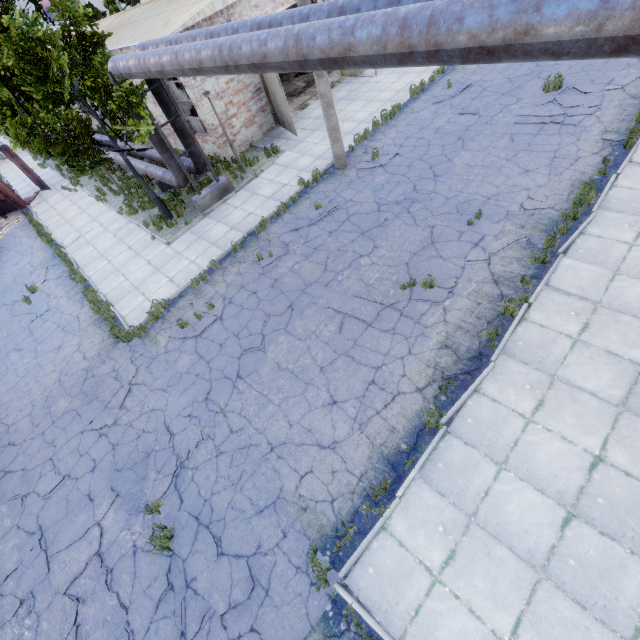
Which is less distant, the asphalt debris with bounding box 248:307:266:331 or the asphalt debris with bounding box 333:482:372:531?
the asphalt debris with bounding box 333:482:372:531

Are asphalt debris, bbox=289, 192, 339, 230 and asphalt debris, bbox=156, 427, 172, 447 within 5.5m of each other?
no

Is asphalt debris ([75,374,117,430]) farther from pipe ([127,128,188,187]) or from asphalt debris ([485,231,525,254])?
asphalt debris ([485,231,525,254])

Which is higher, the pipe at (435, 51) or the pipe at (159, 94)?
the pipe at (435, 51)

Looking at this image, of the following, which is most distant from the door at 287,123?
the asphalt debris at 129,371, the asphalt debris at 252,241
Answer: the asphalt debris at 129,371

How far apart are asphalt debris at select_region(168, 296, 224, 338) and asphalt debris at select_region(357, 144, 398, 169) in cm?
707

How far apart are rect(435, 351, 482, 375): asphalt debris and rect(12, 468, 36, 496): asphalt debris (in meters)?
9.93

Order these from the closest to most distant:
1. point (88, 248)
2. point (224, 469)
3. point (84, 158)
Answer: point (224, 469)
point (84, 158)
point (88, 248)
